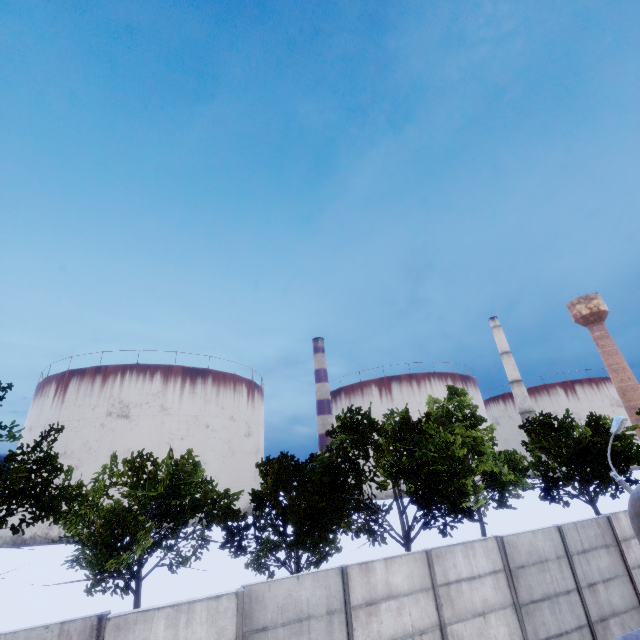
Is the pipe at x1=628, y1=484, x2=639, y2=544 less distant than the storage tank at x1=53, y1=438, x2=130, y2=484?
Yes

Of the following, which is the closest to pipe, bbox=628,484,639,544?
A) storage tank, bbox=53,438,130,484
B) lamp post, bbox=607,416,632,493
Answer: lamp post, bbox=607,416,632,493

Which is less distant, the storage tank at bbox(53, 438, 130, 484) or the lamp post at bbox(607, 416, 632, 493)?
the lamp post at bbox(607, 416, 632, 493)

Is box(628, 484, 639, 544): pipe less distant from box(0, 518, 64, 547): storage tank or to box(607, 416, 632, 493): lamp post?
box(607, 416, 632, 493): lamp post

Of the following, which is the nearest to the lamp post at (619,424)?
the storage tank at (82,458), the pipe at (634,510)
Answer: the pipe at (634,510)

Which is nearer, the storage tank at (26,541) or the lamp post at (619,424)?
the lamp post at (619,424)

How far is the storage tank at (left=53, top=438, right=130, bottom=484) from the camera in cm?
5744

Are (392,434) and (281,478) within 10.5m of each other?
yes
